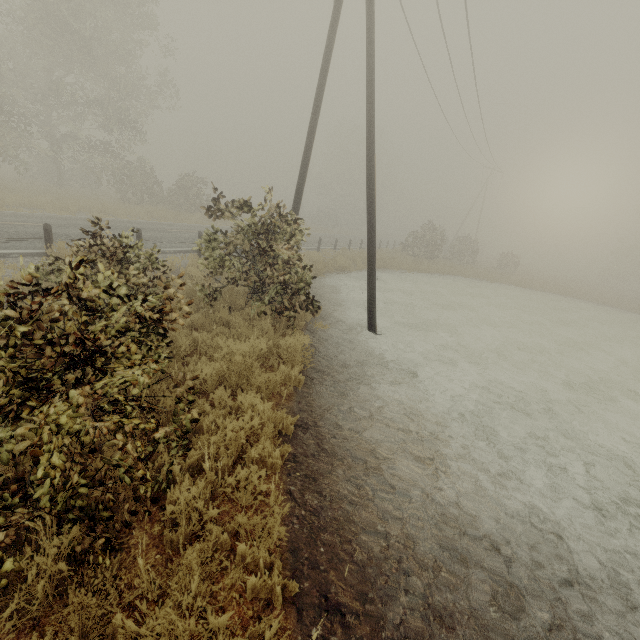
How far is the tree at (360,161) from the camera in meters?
53.3 m

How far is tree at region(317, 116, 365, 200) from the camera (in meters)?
53.28

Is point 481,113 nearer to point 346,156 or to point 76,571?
point 76,571
